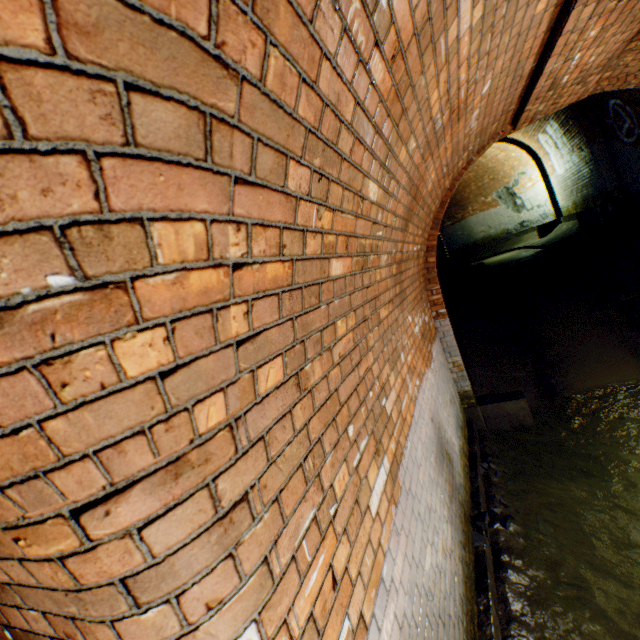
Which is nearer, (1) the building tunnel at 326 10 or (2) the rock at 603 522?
(1) the building tunnel at 326 10

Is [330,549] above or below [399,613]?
above

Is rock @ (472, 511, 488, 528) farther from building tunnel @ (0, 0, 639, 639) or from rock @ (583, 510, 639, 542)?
rock @ (583, 510, 639, 542)

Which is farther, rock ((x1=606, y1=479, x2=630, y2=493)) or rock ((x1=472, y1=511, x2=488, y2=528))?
rock ((x1=606, y1=479, x2=630, y2=493))

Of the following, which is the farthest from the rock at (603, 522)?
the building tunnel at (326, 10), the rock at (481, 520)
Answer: the rock at (481, 520)

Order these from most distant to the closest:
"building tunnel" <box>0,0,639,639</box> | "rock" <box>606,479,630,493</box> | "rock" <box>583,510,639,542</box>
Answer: "rock" <box>606,479,630,493</box>
"rock" <box>583,510,639,542</box>
"building tunnel" <box>0,0,639,639</box>

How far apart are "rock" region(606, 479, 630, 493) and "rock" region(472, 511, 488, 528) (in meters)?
1.77
